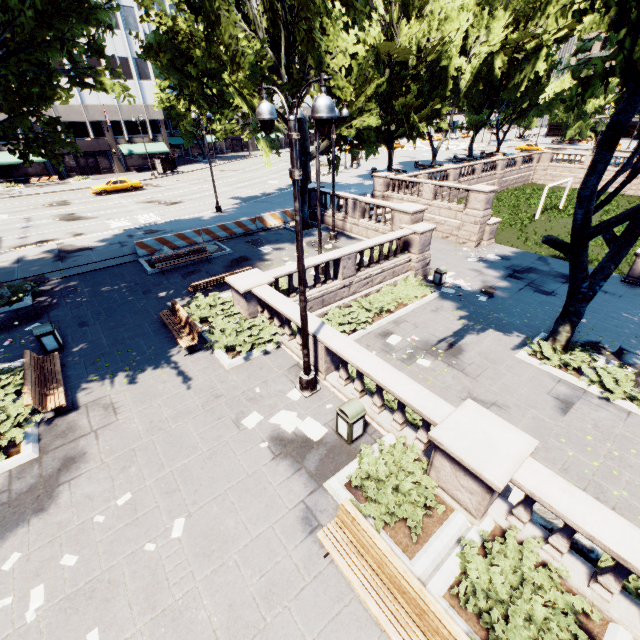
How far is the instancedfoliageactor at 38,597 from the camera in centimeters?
536cm

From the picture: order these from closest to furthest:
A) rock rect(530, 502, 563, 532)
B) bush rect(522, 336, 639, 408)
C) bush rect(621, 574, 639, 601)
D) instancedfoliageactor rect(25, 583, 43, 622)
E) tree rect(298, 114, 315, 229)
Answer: instancedfoliageactor rect(25, 583, 43, 622), bush rect(621, 574, 639, 601), rock rect(530, 502, 563, 532), bush rect(522, 336, 639, 408), tree rect(298, 114, 315, 229)

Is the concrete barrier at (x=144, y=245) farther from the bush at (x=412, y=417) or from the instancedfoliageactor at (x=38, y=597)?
→ the instancedfoliageactor at (x=38, y=597)

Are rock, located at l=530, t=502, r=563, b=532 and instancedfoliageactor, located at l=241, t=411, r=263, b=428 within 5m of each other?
no

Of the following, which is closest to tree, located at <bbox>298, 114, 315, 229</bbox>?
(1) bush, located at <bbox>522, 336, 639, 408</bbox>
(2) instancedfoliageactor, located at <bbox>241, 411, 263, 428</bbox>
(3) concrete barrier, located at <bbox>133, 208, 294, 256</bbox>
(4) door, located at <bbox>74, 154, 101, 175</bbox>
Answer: (1) bush, located at <bbox>522, 336, 639, 408</bbox>

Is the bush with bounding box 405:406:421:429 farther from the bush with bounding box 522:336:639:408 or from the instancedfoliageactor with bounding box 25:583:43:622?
the instancedfoliageactor with bounding box 25:583:43:622

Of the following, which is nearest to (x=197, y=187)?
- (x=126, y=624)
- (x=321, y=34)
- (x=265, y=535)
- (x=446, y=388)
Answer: (x=321, y=34)

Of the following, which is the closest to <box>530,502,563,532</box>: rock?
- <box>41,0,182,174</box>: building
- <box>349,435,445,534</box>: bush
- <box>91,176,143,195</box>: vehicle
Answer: <box>349,435,445,534</box>: bush
